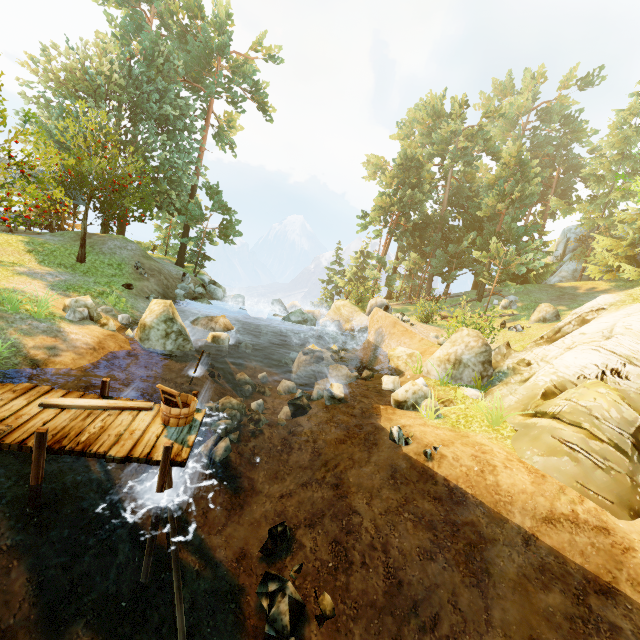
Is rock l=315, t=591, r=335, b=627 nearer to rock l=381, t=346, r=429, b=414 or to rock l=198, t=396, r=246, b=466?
rock l=198, t=396, r=246, b=466

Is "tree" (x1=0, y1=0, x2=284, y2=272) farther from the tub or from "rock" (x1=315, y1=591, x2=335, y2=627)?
"rock" (x1=315, y1=591, x2=335, y2=627)

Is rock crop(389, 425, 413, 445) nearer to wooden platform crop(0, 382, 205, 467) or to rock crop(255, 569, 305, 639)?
rock crop(255, 569, 305, 639)

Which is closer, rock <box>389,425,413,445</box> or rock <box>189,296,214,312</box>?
rock <box>389,425,413,445</box>

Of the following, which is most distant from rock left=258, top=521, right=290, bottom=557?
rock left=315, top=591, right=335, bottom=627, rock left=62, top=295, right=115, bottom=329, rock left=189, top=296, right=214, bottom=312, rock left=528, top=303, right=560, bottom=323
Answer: rock left=528, top=303, right=560, bottom=323

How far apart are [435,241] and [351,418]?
30.7m

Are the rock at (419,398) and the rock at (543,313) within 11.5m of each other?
no

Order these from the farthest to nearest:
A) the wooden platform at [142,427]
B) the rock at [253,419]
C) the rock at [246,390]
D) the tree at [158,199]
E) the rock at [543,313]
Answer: the rock at [543,313] < the tree at [158,199] < the rock at [246,390] < the rock at [253,419] < the wooden platform at [142,427]
